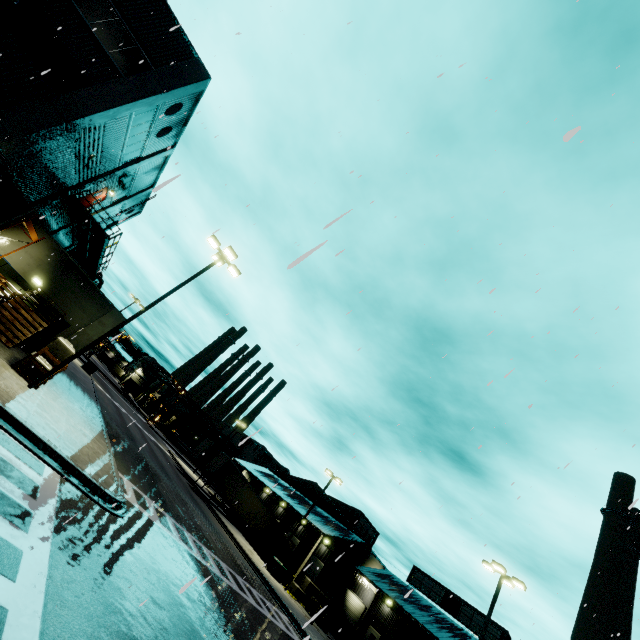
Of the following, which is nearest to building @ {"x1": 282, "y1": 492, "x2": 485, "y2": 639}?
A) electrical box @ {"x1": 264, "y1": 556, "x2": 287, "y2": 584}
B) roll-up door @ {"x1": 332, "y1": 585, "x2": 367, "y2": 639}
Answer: roll-up door @ {"x1": 332, "y1": 585, "x2": 367, "y2": 639}

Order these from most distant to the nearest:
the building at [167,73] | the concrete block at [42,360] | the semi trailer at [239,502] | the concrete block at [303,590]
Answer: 1. the semi trailer at [239,502]
2. the concrete block at [303,590]
3. the concrete block at [42,360]
4. the building at [167,73]

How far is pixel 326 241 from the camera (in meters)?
1.62

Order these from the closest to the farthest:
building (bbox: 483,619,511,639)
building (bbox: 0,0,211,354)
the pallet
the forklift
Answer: building (bbox: 0,0,211,354)
the pallet
the forklift
building (bbox: 483,619,511,639)

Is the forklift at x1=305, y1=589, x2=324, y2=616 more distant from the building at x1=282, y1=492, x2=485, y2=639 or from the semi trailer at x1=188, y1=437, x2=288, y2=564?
the building at x1=282, y1=492, x2=485, y2=639

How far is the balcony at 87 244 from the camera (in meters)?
21.70

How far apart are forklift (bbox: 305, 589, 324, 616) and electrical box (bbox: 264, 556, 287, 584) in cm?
383

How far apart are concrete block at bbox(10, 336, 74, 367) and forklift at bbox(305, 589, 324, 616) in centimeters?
2862cm
